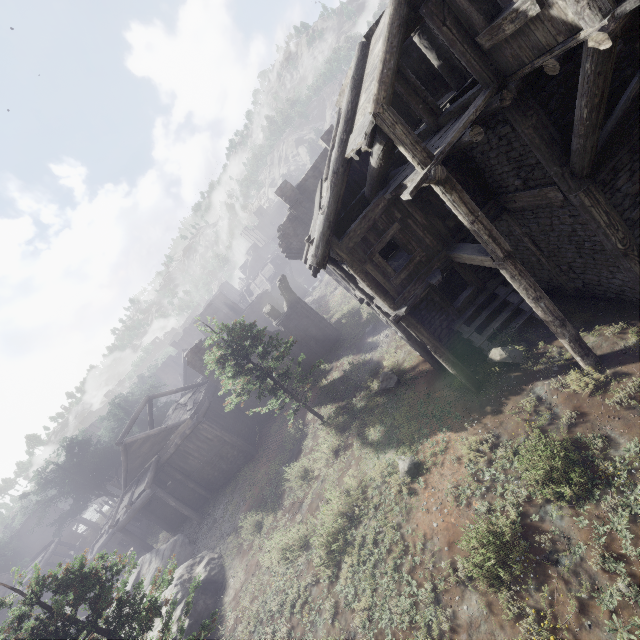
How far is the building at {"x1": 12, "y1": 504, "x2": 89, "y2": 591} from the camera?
33.9m

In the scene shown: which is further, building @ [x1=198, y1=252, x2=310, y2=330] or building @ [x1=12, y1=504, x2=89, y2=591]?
building @ [x1=198, y1=252, x2=310, y2=330]

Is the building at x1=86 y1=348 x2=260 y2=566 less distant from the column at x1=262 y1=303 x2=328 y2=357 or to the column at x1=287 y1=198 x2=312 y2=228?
the column at x1=287 y1=198 x2=312 y2=228

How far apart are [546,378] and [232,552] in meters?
16.8

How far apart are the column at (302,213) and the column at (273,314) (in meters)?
5.07

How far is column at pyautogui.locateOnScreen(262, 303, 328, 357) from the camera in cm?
2530

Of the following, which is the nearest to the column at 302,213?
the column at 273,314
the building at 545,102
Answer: the building at 545,102
